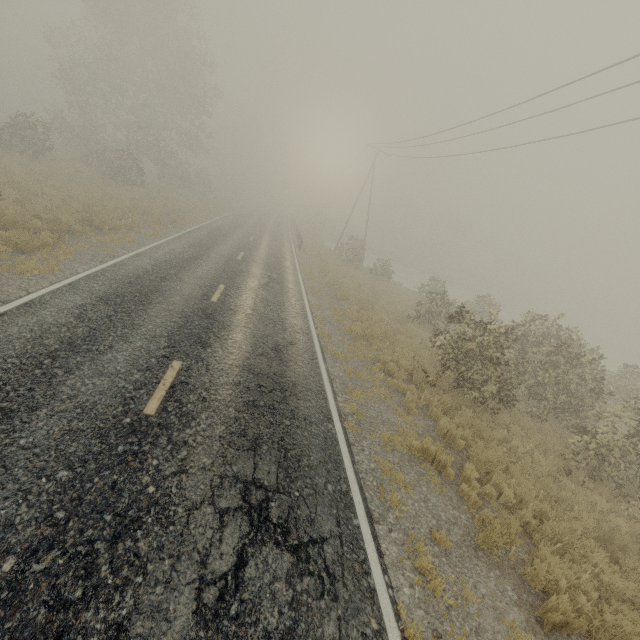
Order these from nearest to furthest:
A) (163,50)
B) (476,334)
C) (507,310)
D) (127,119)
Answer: (476,334)
(163,50)
(127,119)
(507,310)

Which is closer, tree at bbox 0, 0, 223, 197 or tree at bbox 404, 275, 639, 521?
tree at bbox 404, 275, 639, 521

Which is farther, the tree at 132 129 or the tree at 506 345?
the tree at 132 129
